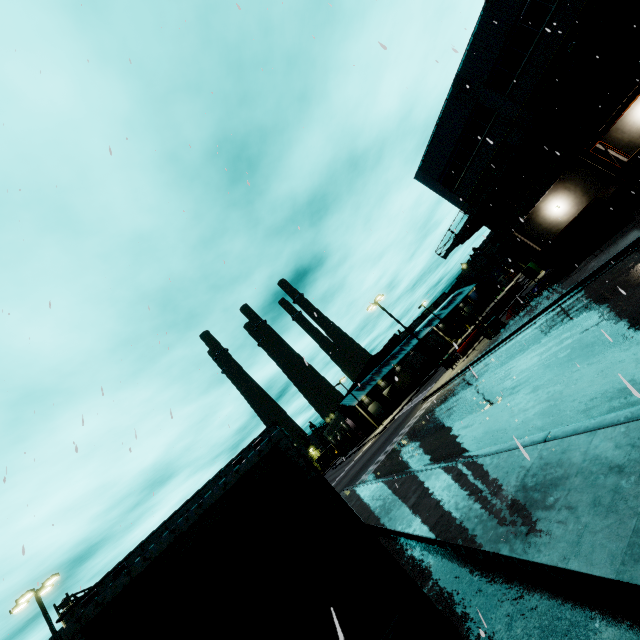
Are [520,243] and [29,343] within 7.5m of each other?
no

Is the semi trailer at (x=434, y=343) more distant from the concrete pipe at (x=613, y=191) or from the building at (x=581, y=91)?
the concrete pipe at (x=613, y=191)

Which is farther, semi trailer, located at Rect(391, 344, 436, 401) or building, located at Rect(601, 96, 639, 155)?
semi trailer, located at Rect(391, 344, 436, 401)

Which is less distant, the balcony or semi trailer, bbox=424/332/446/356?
the balcony

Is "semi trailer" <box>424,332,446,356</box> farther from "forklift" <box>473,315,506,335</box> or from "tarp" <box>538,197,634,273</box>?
"forklift" <box>473,315,506,335</box>

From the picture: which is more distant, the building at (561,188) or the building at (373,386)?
the building at (373,386)

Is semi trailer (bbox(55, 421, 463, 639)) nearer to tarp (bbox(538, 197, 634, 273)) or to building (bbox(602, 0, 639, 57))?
building (bbox(602, 0, 639, 57))

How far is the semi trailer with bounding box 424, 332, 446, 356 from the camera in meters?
52.2 m
